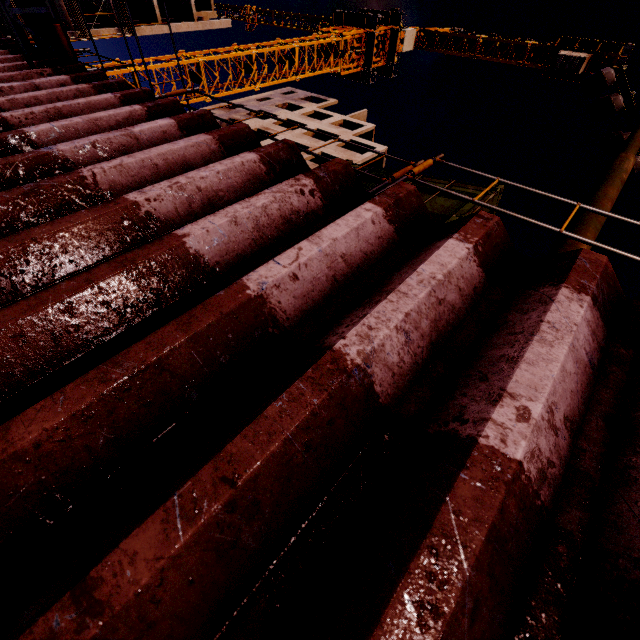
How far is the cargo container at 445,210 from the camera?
3.6m

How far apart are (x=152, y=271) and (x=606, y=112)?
12.1 meters

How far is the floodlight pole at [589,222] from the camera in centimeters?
357cm

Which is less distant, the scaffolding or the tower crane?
the scaffolding

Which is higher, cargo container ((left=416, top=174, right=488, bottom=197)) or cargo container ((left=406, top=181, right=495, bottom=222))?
cargo container ((left=416, top=174, right=488, bottom=197))

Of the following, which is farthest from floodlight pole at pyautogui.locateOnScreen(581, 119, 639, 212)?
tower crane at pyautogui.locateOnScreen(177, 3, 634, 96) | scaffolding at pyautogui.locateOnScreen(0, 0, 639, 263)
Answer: tower crane at pyautogui.locateOnScreen(177, 3, 634, 96)

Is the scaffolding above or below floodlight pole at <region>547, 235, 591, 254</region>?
below

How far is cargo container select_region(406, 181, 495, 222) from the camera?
3.6m
